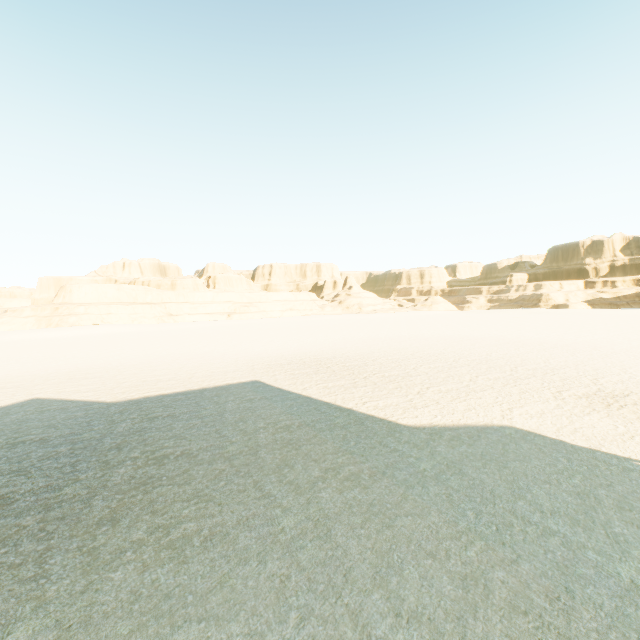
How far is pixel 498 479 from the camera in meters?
7.2 m
